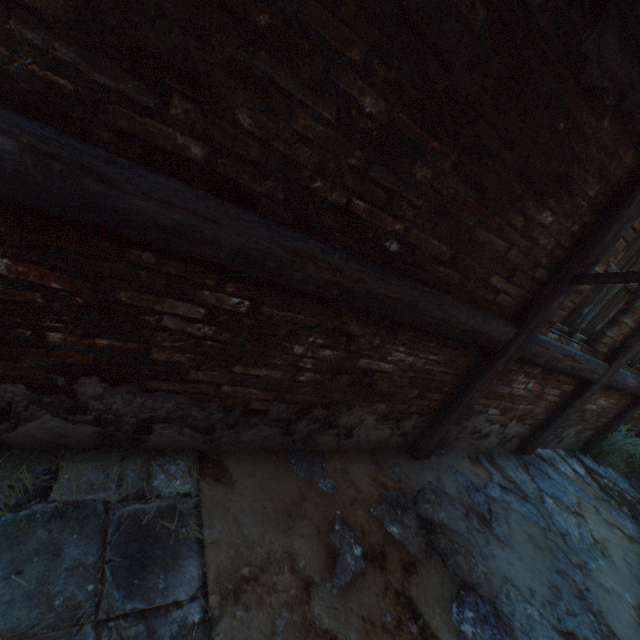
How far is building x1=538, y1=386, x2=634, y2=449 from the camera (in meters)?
4.13

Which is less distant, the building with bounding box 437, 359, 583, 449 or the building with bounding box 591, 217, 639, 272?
the building with bounding box 591, 217, 639, 272

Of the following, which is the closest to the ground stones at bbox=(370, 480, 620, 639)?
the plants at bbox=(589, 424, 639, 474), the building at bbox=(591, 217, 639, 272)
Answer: the plants at bbox=(589, 424, 639, 474)

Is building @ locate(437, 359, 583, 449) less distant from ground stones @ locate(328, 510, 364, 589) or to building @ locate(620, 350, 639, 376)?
ground stones @ locate(328, 510, 364, 589)

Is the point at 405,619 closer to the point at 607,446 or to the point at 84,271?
the point at 84,271

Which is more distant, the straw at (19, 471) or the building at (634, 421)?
the building at (634, 421)

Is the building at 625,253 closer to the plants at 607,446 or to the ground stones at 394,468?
the ground stones at 394,468

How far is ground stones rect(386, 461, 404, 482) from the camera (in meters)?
2.52
